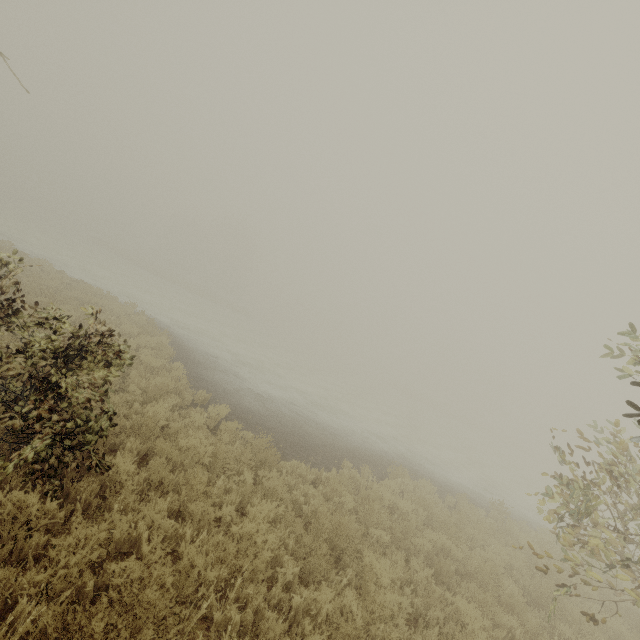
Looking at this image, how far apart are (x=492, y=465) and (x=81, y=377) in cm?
3128
